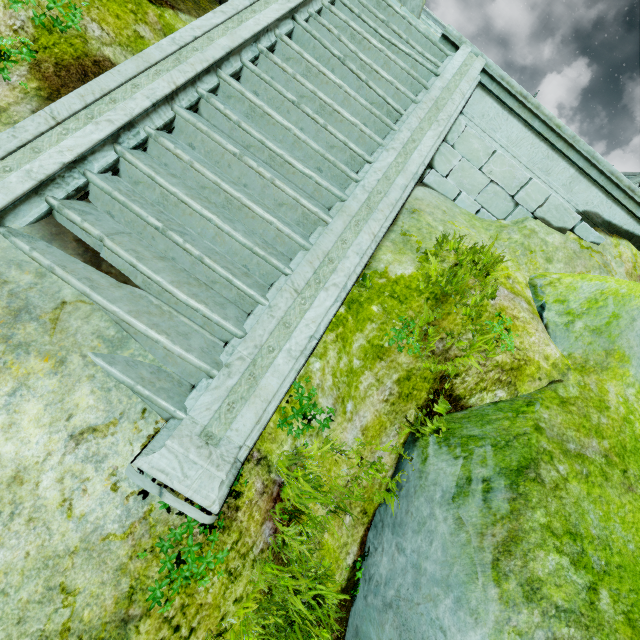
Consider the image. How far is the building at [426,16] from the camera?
35.50m

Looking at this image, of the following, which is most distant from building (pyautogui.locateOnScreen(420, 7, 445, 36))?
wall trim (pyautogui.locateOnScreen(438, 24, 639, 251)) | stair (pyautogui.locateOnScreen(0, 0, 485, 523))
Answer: stair (pyautogui.locateOnScreen(0, 0, 485, 523))

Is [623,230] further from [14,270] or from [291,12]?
[14,270]

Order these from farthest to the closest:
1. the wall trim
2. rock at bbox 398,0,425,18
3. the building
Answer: the building
rock at bbox 398,0,425,18
the wall trim

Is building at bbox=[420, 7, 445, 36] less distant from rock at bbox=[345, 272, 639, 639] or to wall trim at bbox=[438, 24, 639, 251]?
rock at bbox=[345, 272, 639, 639]

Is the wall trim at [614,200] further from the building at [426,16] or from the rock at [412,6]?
the building at [426,16]
